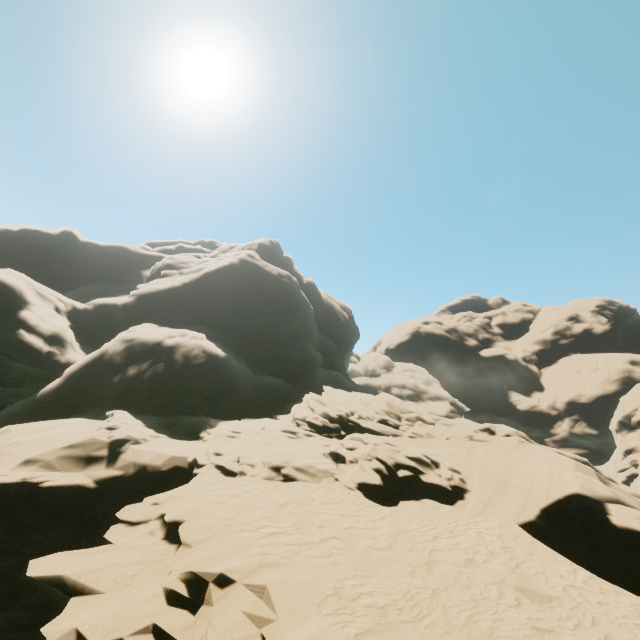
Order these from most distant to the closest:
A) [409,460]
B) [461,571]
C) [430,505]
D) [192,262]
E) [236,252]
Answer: [236,252], [192,262], [409,460], [430,505], [461,571]
